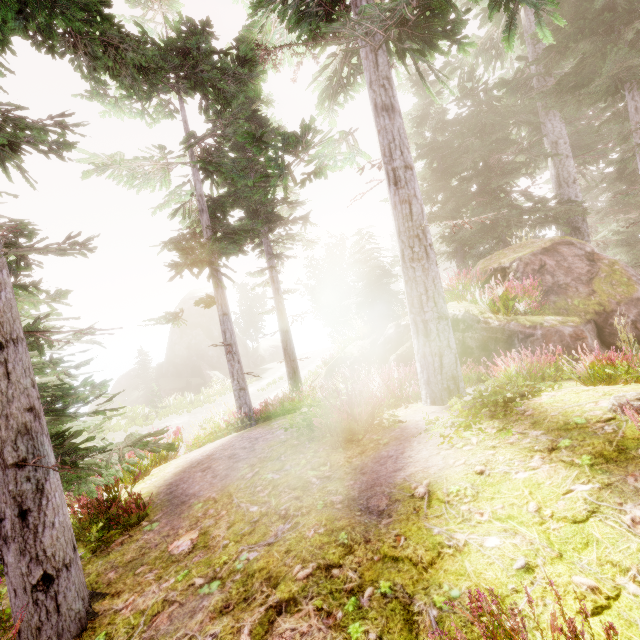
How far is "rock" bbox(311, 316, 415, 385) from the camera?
10.61m

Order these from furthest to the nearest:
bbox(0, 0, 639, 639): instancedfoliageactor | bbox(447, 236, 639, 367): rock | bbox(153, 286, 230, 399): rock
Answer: bbox(153, 286, 230, 399): rock, bbox(447, 236, 639, 367): rock, bbox(0, 0, 639, 639): instancedfoliageactor

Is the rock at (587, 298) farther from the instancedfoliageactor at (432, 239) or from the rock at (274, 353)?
the rock at (274, 353)

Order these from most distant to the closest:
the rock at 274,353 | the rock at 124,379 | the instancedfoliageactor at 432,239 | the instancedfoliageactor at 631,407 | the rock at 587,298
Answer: the rock at 274,353 < the rock at 124,379 < the rock at 587,298 < the instancedfoliageactor at 432,239 < the instancedfoliageactor at 631,407

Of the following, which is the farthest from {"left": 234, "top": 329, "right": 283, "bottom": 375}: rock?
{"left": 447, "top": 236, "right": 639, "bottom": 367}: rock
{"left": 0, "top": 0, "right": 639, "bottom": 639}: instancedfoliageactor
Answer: {"left": 447, "top": 236, "right": 639, "bottom": 367}: rock

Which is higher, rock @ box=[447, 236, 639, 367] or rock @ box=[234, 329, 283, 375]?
rock @ box=[447, 236, 639, 367]

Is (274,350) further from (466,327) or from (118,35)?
(118,35)

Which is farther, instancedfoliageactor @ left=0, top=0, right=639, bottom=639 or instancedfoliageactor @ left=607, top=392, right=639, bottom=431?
instancedfoliageactor @ left=0, top=0, right=639, bottom=639
